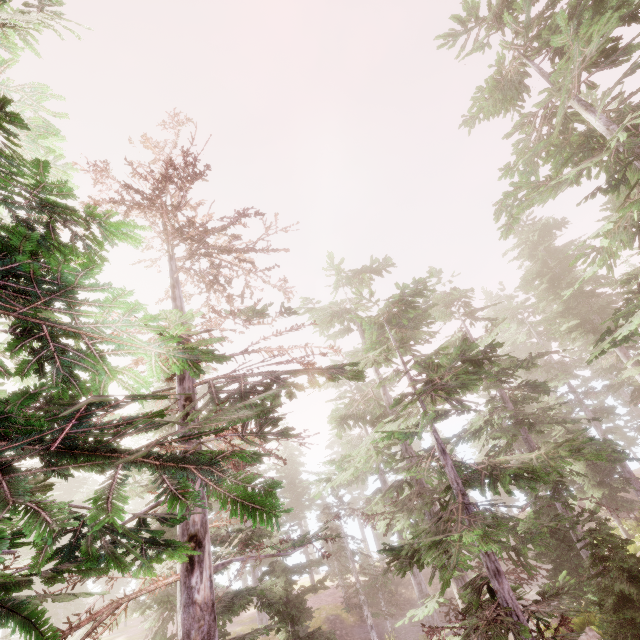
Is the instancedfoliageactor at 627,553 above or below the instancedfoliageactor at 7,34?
below

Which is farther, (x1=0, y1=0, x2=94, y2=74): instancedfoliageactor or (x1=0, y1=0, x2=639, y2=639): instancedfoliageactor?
(x1=0, y1=0, x2=94, y2=74): instancedfoliageactor

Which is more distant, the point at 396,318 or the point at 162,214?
the point at 396,318

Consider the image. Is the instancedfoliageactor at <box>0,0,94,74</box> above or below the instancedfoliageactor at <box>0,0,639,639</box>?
above

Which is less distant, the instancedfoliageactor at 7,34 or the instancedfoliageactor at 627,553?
the instancedfoliageactor at 627,553
